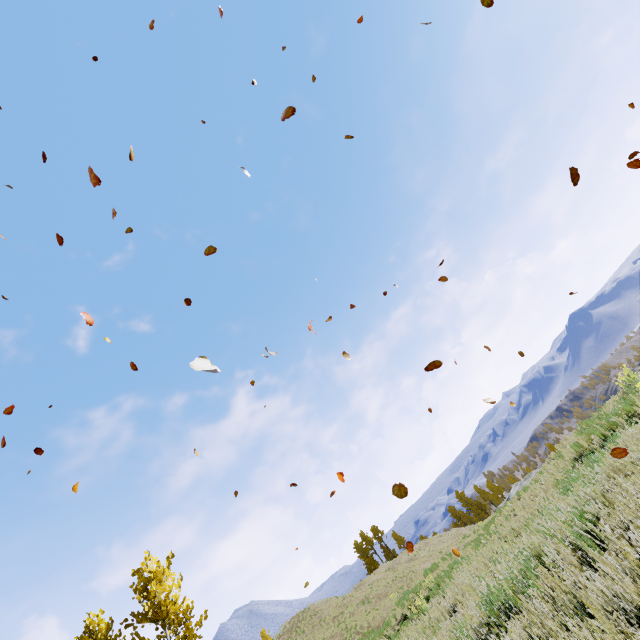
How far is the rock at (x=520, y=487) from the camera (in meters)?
13.27

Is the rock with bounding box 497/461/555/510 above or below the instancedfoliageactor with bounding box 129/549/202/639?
below

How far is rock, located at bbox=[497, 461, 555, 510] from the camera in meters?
13.3

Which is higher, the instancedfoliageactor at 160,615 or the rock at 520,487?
the instancedfoliageactor at 160,615

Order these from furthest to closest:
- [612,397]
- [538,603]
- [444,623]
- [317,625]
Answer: [317,625] → [612,397] → [444,623] → [538,603]

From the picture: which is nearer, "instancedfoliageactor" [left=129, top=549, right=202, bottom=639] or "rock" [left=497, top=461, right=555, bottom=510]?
"rock" [left=497, top=461, right=555, bottom=510]
